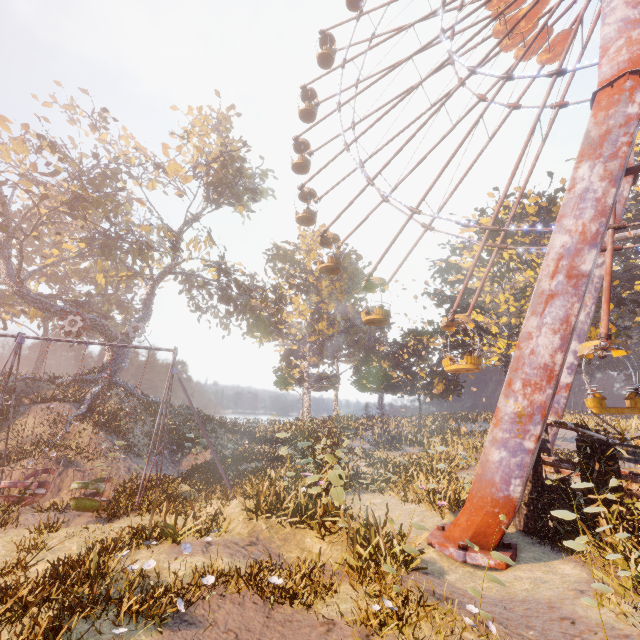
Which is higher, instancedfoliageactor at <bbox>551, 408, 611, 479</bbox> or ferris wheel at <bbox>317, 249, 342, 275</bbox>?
ferris wheel at <bbox>317, 249, 342, 275</bbox>

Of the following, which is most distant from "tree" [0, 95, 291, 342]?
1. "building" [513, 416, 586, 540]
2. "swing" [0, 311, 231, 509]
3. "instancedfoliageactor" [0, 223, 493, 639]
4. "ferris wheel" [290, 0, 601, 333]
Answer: "building" [513, 416, 586, 540]

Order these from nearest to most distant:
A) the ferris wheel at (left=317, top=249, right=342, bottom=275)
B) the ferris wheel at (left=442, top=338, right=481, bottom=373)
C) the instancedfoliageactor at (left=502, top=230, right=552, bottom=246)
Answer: the ferris wheel at (left=442, top=338, right=481, bottom=373) < the ferris wheel at (left=317, top=249, right=342, bottom=275) < the instancedfoliageactor at (left=502, top=230, right=552, bottom=246)

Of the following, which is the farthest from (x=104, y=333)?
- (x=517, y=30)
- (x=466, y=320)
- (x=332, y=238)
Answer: (x=517, y=30)

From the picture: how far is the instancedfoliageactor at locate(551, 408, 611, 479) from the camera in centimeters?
980cm

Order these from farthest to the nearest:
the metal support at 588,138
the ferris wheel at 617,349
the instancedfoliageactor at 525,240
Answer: the instancedfoliageactor at 525,240, the ferris wheel at 617,349, the metal support at 588,138

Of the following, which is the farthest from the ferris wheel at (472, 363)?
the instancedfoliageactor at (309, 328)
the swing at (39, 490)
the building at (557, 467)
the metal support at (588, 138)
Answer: the swing at (39, 490)
